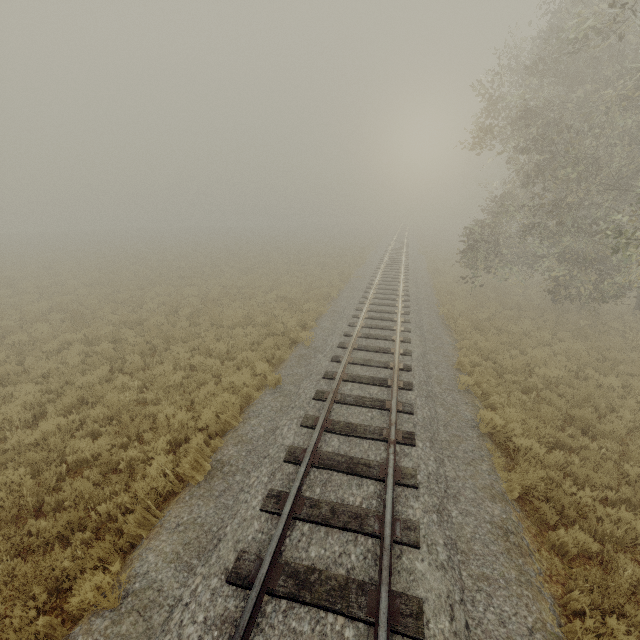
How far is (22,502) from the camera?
5.62m
